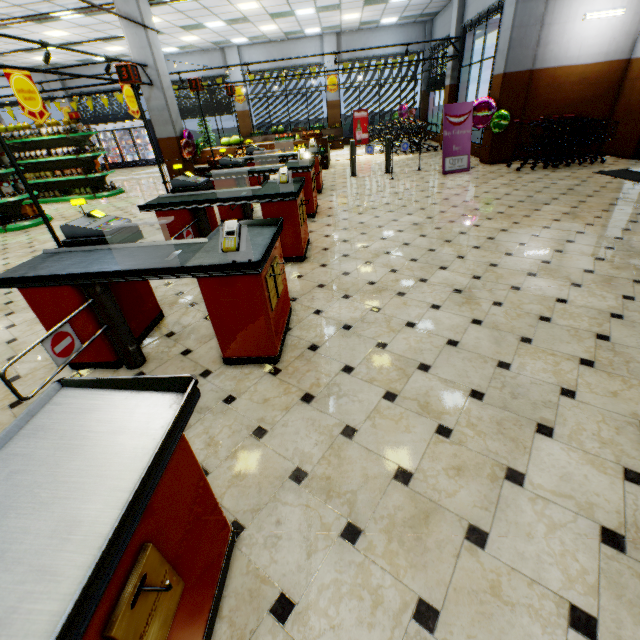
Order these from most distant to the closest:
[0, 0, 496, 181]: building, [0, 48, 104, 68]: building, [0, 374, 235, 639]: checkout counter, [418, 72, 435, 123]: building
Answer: [418, 72, 435, 123]: building, [0, 48, 104, 68]: building, [0, 0, 496, 181]: building, [0, 374, 235, 639]: checkout counter

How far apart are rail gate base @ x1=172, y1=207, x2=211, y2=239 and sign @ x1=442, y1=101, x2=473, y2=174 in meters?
7.2

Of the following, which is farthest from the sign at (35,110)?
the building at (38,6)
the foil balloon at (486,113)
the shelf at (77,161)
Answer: the foil balloon at (486,113)

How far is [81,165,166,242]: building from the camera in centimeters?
719cm

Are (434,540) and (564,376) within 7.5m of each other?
yes

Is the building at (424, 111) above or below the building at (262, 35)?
below

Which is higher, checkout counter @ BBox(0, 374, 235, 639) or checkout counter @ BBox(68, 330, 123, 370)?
checkout counter @ BBox(0, 374, 235, 639)
